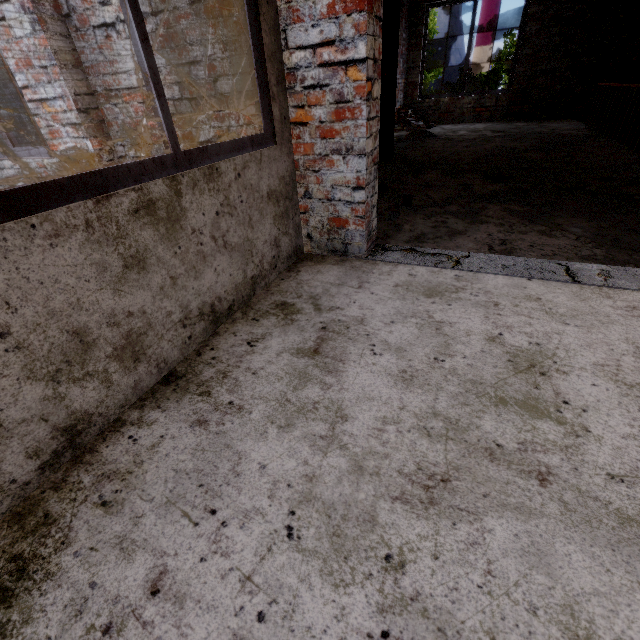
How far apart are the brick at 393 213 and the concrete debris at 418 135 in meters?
5.4 m

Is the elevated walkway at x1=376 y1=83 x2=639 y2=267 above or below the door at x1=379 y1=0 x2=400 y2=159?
below

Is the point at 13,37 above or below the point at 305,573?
above

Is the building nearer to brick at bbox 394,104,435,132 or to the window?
the window

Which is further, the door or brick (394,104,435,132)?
brick (394,104,435,132)

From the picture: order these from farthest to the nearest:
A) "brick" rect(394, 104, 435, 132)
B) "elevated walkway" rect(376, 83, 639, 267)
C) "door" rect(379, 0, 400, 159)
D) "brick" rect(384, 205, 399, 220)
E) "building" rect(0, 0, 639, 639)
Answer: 1. "brick" rect(394, 104, 435, 132)
2. "door" rect(379, 0, 400, 159)
3. "brick" rect(384, 205, 399, 220)
4. "elevated walkway" rect(376, 83, 639, 267)
5. "building" rect(0, 0, 639, 639)

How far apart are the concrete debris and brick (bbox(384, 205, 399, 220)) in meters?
5.4 m

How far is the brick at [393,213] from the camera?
3.0 meters
